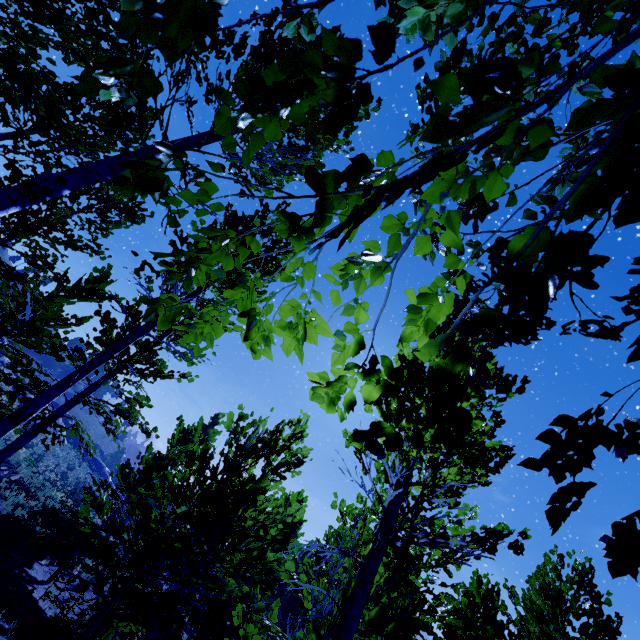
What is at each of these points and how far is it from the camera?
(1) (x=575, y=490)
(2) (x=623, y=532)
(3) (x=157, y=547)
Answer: (1) instancedfoliageactor, 1.0m
(2) instancedfoliageactor, 1.0m
(3) instancedfoliageactor, 4.9m
